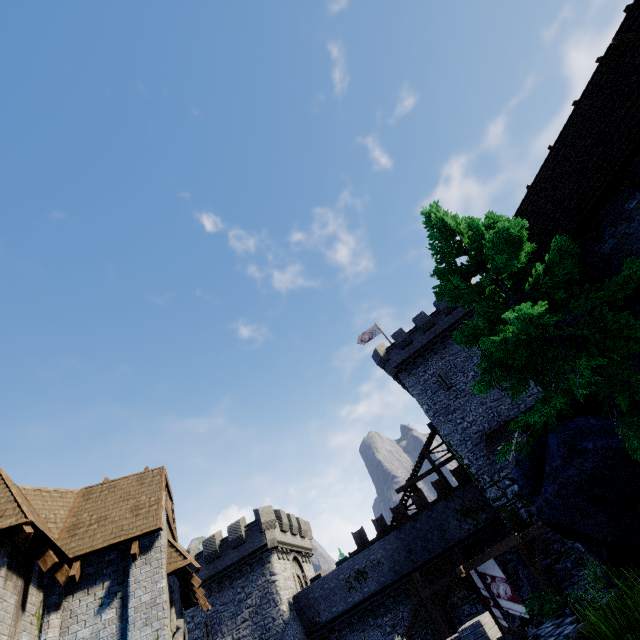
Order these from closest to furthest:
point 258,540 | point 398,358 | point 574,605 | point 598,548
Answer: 1. point 574,605
2. point 598,548
3. point 258,540
4. point 398,358

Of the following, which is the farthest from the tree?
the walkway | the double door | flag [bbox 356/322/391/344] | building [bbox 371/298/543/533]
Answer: flag [bbox 356/322/391/344]

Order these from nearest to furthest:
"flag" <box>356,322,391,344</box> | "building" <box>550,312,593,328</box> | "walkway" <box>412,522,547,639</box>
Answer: "building" <box>550,312,593,328</box> < "walkway" <box>412,522,547,639</box> < "flag" <box>356,322,391,344</box>

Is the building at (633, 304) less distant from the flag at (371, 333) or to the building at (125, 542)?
the building at (125, 542)

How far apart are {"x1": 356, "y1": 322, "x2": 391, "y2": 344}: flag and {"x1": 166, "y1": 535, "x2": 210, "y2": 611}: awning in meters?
24.5

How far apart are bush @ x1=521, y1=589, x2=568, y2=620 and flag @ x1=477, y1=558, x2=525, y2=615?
12.0m

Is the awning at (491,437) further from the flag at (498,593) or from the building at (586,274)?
the building at (586,274)

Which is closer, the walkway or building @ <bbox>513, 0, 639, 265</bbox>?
building @ <bbox>513, 0, 639, 265</bbox>
